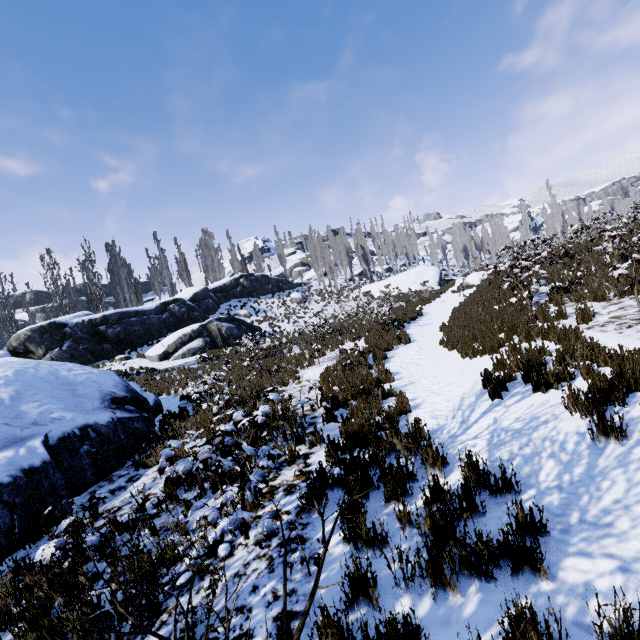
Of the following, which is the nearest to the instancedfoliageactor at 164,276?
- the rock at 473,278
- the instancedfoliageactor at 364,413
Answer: the instancedfoliageactor at 364,413

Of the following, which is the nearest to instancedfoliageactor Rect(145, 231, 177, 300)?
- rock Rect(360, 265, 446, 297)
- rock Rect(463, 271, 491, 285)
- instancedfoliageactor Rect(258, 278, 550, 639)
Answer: rock Rect(360, 265, 446, 297)

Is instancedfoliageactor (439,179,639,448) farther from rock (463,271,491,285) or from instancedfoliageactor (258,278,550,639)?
rock (463,271,491,285)

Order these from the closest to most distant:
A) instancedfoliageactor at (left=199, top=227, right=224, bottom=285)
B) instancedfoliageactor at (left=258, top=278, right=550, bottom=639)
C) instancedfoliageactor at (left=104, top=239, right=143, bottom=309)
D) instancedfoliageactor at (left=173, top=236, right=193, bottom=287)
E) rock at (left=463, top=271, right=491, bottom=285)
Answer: instancedfoliageactor at (left=258, top=278, right=550, bottom=639), rock at (left=463, top=271, right=491, bottom=285), instancedfoliageactor at (left=104, top=239, right=143, bottom=309), instancedfoliageactor at (left=173, top=236, right=193, bottom=287), instancedfoliageactor at (left=199, top=227, right=224, bottom=285)

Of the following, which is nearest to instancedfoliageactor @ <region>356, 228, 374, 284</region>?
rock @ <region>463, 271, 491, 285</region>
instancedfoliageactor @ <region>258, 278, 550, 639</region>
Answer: instancedfoliageactor @ <region>258, 278, 550, 639</region>

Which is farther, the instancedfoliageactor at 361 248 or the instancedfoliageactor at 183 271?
the instancedfoliageactor at 361 248

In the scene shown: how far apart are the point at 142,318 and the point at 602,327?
27.3m
